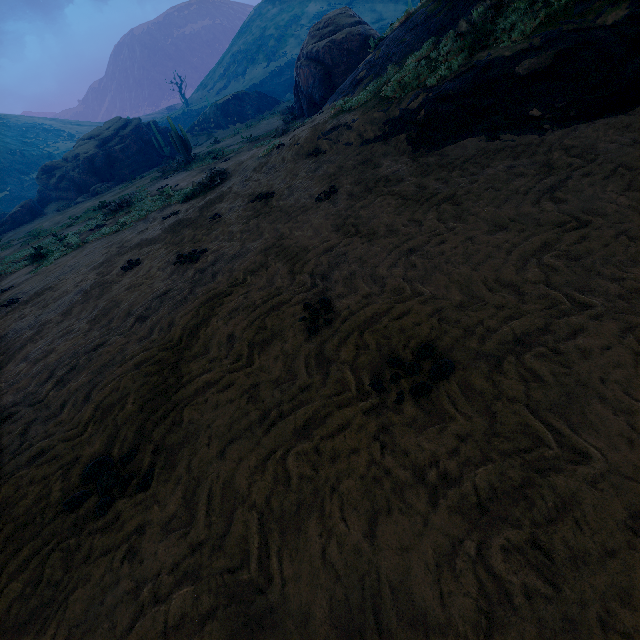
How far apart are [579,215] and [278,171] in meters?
8.1

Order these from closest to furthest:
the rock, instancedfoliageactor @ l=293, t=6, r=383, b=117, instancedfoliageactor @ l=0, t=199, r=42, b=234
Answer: instancedfoliageactor @ l=293, t=6, r=383, b=117 < instancedfoliageactor @ l=0, t=199, r=42, b=234 < the rock

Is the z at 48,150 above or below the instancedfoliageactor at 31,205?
above

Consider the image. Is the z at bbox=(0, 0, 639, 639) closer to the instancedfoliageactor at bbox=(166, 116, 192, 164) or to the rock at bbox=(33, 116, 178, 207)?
the instancedfoliageactor at bbox=(166, 116, 192, 164)

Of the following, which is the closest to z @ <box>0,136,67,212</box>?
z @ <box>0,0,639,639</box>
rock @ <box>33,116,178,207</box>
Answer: z @ <box>0,0,639,639</box>

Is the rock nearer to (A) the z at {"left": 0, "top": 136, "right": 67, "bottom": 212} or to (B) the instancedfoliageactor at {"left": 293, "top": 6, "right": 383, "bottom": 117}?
(B) the instancedfoliageactor at {"left": 293, "top": 6, "right": 383, "bottom": 117}

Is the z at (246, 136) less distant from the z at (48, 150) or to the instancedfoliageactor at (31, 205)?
the instancedfoliageactor at (31, 205)

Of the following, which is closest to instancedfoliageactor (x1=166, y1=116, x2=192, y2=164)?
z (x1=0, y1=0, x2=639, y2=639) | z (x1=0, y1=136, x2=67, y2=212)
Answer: z (x1=0, y1=0, x2=639, y2=639)
